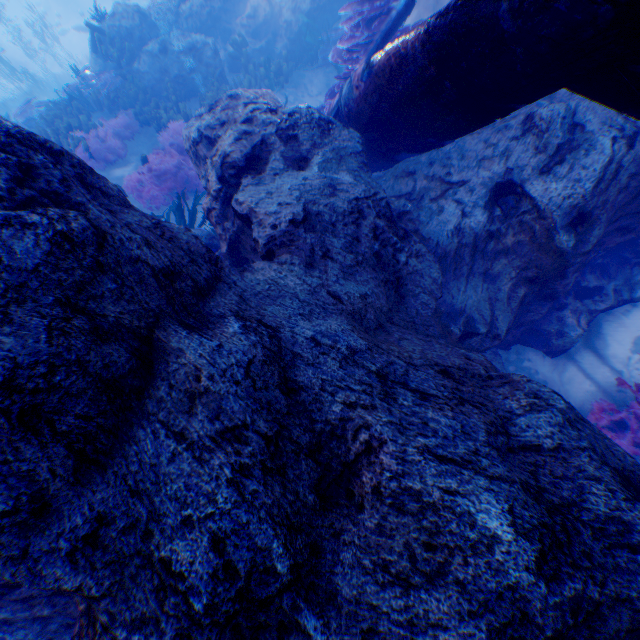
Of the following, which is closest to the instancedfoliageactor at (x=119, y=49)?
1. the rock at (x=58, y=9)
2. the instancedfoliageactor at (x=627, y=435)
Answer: the rock at (x=58, y=9)

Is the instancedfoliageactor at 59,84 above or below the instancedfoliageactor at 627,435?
above

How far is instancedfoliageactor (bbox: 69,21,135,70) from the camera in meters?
10.3

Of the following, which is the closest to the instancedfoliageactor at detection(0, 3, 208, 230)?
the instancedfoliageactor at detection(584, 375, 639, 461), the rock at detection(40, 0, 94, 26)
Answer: the rock at detection(40, 0, 94, 26)

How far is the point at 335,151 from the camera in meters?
4.0 m

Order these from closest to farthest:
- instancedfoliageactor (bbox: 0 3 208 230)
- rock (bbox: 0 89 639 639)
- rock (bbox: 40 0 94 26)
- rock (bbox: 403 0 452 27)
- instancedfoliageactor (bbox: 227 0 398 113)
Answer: rock (bbox: 0 89 639 639)
instancedfoliageactor (bbox: 227 0 398 113)
rock (bbox: 403 0 452 27)
instancedfoliageactor (bbox: 0 3 208 230)
rock (bbox: 40 0 94 26)

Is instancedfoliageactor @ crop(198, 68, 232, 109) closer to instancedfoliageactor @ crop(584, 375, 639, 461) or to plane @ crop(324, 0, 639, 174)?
plane @ crop(324, 0, 639, 174)

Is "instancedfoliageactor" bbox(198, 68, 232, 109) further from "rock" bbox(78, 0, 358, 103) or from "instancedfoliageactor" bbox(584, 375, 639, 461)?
"instancedfoliageactor" bbox(584, 375, 639, 461)
